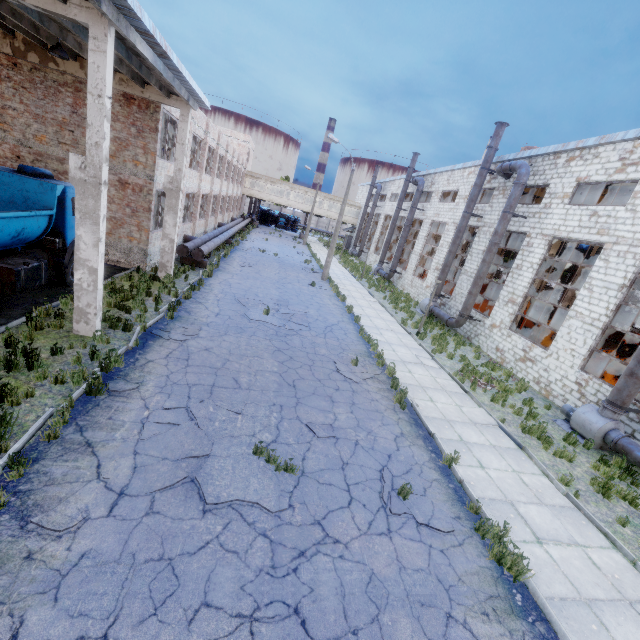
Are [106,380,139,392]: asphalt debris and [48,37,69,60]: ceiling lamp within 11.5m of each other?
yes

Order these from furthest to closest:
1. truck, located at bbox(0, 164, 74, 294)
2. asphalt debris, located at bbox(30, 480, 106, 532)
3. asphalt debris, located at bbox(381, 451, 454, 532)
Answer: truck, located at bbox(0, 164, 74, 294) → asphalt debris, located at bbox(381, 451, 454, 532) → asphalt debris, located at bbox(30, 480, 106, 532)

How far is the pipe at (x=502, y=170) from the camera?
18.4 meters

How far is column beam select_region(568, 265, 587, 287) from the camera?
32.7m

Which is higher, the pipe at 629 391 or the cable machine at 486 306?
the pipe at 629 391

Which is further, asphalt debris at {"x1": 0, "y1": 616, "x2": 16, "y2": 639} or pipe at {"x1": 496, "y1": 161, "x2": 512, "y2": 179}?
pipe at {"x1": 496, "y1": 161, "x2": 512, "y2": 179}

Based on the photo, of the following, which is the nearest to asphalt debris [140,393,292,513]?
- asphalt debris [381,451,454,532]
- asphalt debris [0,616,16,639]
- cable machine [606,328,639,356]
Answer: asphalt debris [0,616,16,639]

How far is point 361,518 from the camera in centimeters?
605cm
